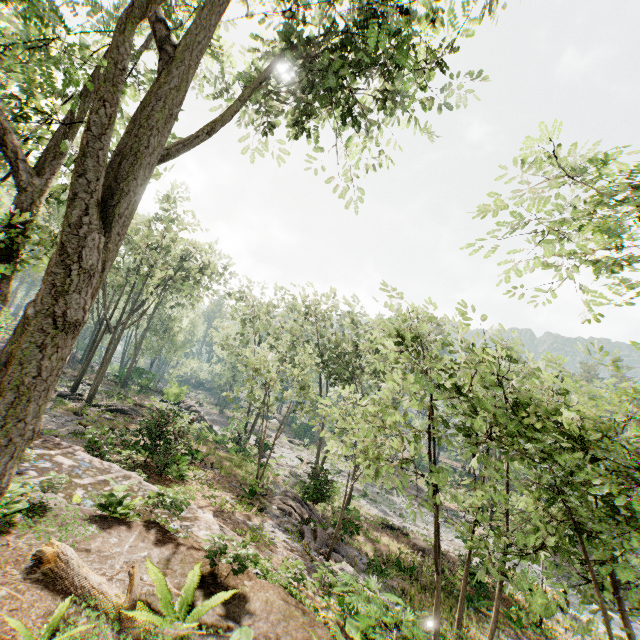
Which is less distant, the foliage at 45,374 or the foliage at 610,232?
the foliage at 45,374

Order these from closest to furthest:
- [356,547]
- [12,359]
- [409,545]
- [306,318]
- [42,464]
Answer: [12,359] → [42,464] → [356,547] → [409,545] → [306,318]

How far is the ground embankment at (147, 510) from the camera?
7.6 meters

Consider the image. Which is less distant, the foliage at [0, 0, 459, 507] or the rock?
the foliage at [0, 0, 459, 507]

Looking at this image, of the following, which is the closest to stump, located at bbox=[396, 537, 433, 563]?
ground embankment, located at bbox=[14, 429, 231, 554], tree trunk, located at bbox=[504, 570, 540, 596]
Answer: tree trunk, located at bbox=[504, 570, 540, 596]

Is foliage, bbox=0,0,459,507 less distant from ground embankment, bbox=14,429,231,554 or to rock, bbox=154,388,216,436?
rock, bbox=154,388,216,436

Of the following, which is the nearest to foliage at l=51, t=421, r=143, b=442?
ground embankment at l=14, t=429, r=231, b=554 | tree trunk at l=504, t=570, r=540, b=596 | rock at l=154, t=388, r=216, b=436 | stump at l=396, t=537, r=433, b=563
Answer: rock at l=154, t=388, r=216, b=436

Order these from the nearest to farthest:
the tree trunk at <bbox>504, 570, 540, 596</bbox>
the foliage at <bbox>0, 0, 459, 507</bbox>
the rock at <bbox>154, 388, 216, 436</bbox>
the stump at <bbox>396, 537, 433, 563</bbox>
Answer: the foliage at <bbox>0, 0, 459, 507</bbox>
the tree trunk at <bbox>504, 570, 540, 596</bbox>
the stump at <bbox>396, 537, 433, 563</bbox>
the rock at <bbox>154, 388, 216, 436</bbox>
